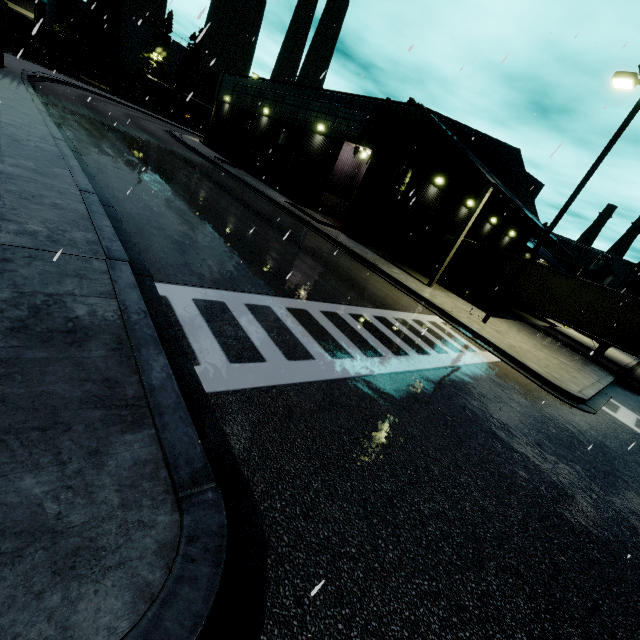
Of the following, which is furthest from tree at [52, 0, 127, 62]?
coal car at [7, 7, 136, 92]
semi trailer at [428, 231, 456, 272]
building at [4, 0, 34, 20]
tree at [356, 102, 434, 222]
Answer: semi trailer at [428, 231, 456, 272]

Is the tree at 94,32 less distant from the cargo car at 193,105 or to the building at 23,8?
the cargo car at 193,105

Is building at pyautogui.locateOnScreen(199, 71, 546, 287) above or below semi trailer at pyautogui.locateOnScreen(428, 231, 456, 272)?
below

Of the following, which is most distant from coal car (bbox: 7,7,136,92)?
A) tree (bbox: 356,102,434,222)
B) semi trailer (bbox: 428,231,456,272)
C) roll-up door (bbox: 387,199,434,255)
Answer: roll-up door (bbox: 387,199,434,255)

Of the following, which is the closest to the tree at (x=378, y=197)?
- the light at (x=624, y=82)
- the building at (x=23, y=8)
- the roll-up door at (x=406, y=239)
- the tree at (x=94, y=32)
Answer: the building at (x=23, y=8)

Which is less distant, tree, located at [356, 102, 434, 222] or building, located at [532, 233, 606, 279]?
tree, located at [356, 102, 434, 222]

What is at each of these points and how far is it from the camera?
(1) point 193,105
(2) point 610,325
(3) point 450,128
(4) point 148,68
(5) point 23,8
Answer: (1) cargo car, 58.16m
(2) semi trailer, 17.47m
(3) building, 19.39m
(4) tree, 59.12m
(5) building, 46.78m

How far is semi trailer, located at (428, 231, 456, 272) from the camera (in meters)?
24.30
